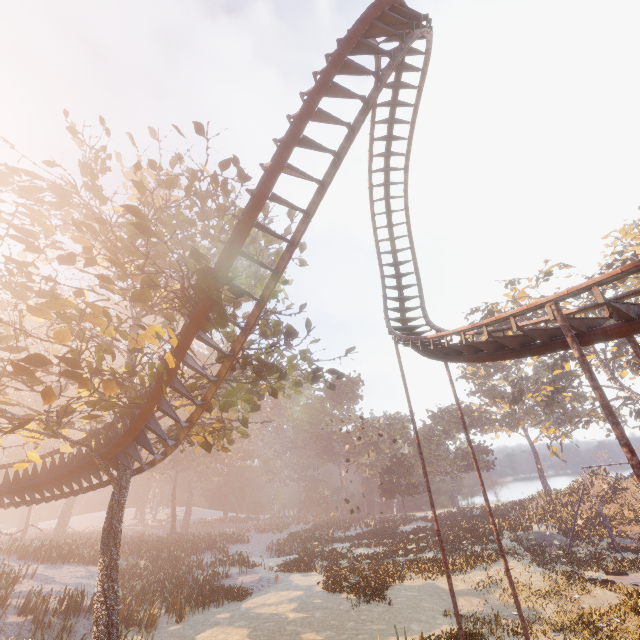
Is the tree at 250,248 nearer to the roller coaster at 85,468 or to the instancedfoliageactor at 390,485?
the roller coaster at 85,468

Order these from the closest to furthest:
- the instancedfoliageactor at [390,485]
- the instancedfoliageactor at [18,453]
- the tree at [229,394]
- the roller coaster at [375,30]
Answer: the roller coaster at [375,30]
the tree at [229,394]
the instancedfoliageactor at [390,485]
the instancedfoliageactor at [18,453]

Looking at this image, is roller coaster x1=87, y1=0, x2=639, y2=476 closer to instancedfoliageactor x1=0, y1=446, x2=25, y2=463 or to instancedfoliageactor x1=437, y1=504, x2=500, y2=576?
instancedfoliageactor x1=437, y1=504, x2=500, y2=576

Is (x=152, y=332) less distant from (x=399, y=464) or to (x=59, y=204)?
(x=59, y=204)

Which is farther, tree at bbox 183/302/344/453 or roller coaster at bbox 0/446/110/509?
roller coaster at bbox 0/446/110/509

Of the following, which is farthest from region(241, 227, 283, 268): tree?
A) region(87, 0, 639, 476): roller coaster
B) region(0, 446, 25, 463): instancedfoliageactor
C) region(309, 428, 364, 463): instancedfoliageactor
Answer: region(0, 446, 25, 463): instancedfoliageactor

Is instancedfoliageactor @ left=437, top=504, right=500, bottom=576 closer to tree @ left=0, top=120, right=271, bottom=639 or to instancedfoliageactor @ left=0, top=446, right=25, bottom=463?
tree @ left=0, top=120, right=271, bottom=639

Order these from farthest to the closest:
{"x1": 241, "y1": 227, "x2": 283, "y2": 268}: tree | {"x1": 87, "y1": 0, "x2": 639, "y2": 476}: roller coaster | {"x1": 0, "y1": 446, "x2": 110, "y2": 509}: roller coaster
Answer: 1. {"x1": 241, "y1": 227, "x2": 283, "y2": 268}: tree
2. {"x1": 0, "y1": 446, "x2": 110, "y2": 509}: roller coaster
3. {"x1": 87, "y1": 0, "x2": 639, "y2": 476}: roller coaster
